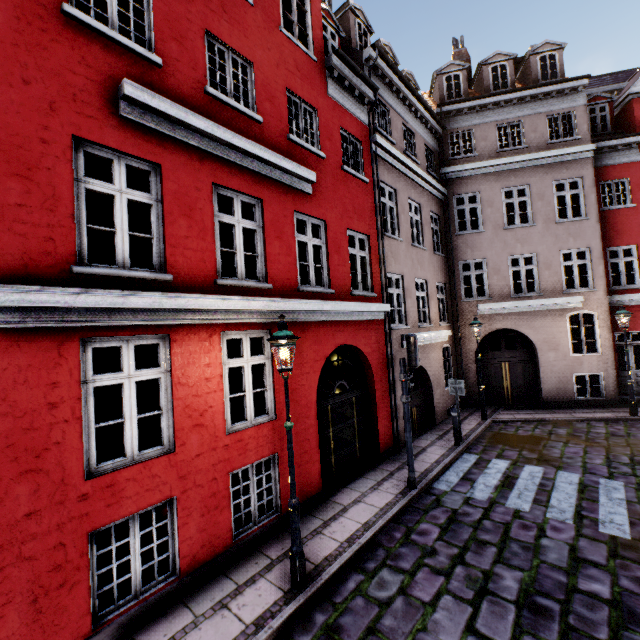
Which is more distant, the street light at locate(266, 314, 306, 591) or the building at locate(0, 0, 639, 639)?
the street light at locate(266, 314, 306, 591)

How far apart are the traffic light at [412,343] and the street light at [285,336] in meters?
3.3 m

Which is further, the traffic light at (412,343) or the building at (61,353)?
the traffic light at (412,343)

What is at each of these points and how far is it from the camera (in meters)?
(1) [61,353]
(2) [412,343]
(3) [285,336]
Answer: (1) building, 3.91
(2) traffic light, 7.25
(3) street light, 4.71

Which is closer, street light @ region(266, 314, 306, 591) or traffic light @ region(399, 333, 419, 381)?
street light @ region(266, 314, 306, 591)

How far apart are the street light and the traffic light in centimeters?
328cm

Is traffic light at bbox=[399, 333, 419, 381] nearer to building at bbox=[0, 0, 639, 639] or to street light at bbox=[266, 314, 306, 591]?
building at bbox=[0, 0, 639, 639]

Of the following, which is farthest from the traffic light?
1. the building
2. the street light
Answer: the street light
